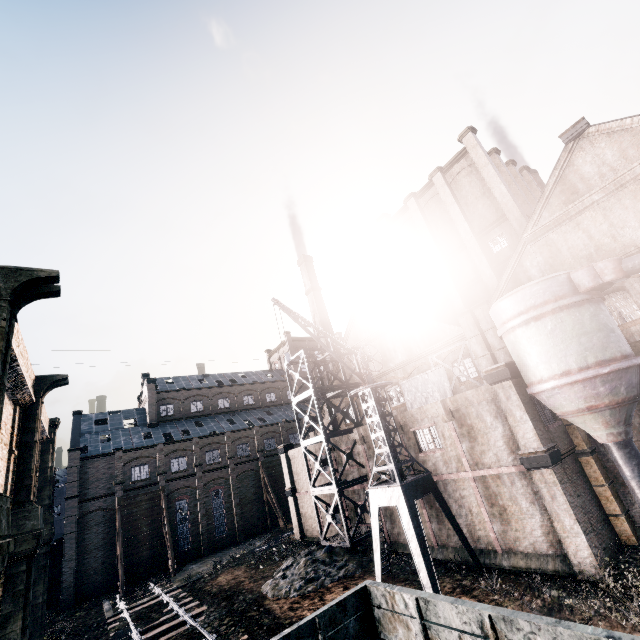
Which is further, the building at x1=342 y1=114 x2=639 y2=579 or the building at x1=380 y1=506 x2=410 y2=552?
the building at x1=380 y1=506 x2=410 y2=552

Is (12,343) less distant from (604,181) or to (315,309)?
(604,181)

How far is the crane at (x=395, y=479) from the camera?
17.19m

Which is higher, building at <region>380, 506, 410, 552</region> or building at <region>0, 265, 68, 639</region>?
building at <region>0, 265, 68, 639</region>

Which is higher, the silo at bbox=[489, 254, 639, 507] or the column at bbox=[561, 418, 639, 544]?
the silo at bbox=[489, 254, 639, 507]

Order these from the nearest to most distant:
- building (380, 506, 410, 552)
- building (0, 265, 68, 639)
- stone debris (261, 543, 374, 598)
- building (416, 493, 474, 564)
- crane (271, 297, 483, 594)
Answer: building (0, 265, 68, 639)
crane (271, 297, 483, 594)
building (416, 493, 474, 564)
stone debris (261, 543, 374, 598)
building (380, 506, 410, 552)

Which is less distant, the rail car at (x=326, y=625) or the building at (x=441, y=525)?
the rail car at (x=326, y=625)

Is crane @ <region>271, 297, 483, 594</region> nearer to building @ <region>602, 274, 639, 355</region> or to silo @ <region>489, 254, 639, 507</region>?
building @ <region>602, 274, 639, 355</region>
